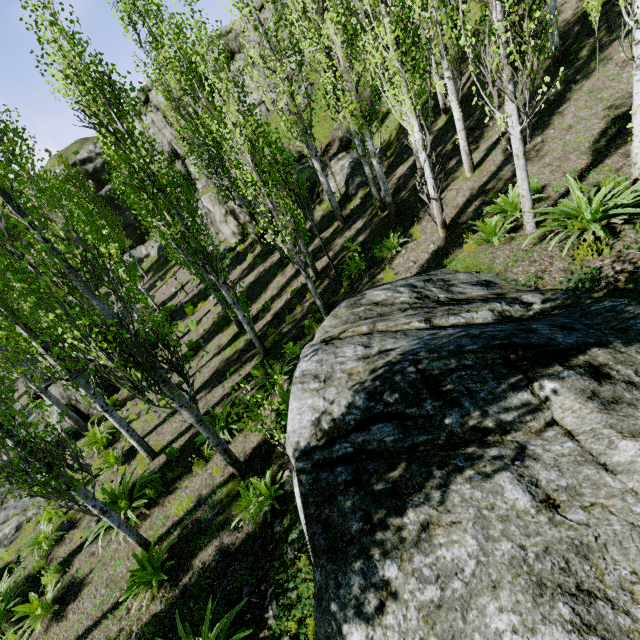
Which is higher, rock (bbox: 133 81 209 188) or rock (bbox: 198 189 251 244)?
rock (bbox: 133 81 209 188)

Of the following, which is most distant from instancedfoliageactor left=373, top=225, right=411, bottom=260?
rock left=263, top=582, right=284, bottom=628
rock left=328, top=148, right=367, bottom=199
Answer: rock left=263, top=582, right=284, bottom=628

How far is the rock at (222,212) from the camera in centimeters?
2088cm

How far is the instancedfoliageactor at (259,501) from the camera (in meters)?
5.93

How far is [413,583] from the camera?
2.3 meters

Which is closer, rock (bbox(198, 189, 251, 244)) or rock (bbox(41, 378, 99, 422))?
rock (bbox(41, 378, 99, 422))

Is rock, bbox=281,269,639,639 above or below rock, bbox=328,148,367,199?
below
